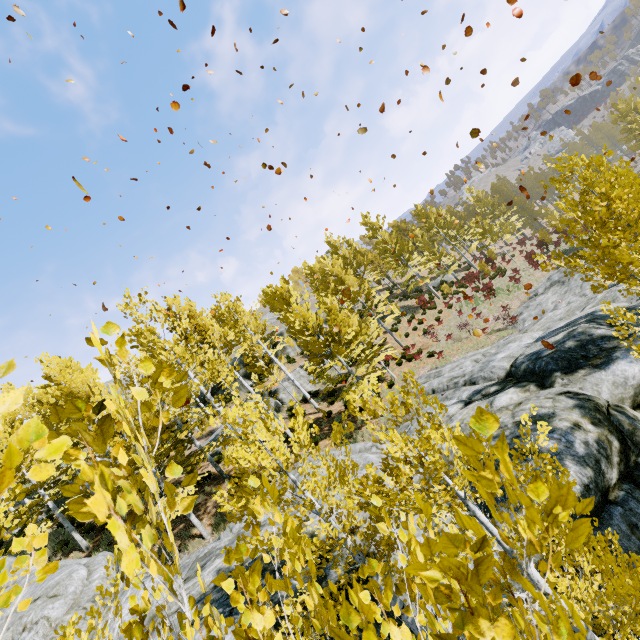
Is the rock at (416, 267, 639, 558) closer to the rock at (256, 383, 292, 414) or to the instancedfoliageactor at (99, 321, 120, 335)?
the instancedfoliageactor at (99, 321, 120, 335)

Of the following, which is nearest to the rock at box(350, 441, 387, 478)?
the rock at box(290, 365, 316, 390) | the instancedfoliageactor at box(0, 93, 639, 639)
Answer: the instancedfoliageactor at box(0, 93, 639, 639)

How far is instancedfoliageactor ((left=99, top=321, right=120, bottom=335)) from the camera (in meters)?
1.25

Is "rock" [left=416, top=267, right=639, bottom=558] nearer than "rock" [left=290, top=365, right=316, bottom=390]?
Yes

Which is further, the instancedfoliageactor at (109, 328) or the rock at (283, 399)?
the rock at (283, 399)

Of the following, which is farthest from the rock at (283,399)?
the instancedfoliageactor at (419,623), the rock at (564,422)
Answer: the rock at (564,422)

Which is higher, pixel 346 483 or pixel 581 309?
pixel 346 483

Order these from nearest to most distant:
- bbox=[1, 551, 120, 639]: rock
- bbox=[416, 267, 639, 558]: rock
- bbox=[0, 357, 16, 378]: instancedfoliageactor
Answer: bbox=[0, 357, 16, 378]: instancedfoliageactor
bbox=[416, 267, 639, 558]: rock
bbox=[1, 551, 120, 639]: rock
